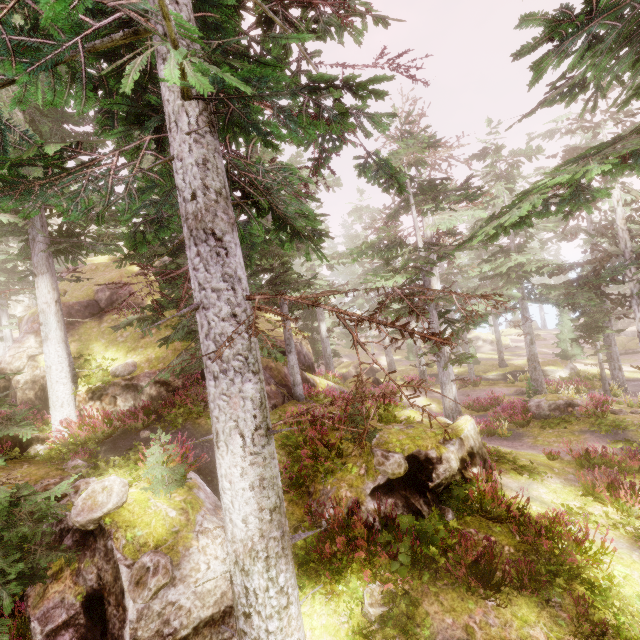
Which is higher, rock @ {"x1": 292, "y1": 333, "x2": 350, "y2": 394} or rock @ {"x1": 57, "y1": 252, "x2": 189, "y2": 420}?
rock @ {"x1": 57, "y1": 252, "x2": 189, "y2": 420}

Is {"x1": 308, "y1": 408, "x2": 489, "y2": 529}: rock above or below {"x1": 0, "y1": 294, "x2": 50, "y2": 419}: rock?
below

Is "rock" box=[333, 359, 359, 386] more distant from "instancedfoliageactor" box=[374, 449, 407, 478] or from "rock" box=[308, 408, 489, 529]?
"rock" box=[308, 408, 489, 529]

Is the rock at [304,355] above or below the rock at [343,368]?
above

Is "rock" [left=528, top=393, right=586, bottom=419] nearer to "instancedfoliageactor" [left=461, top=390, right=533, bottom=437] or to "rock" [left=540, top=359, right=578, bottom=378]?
"instancedfoliageactor" [left=461, top=390, right=533, bottom=437]

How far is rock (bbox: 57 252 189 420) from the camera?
11.30m

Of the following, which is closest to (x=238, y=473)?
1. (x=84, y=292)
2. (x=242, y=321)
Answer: (x=242, y=321)

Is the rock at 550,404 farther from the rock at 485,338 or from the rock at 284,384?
the rock at 485,338
